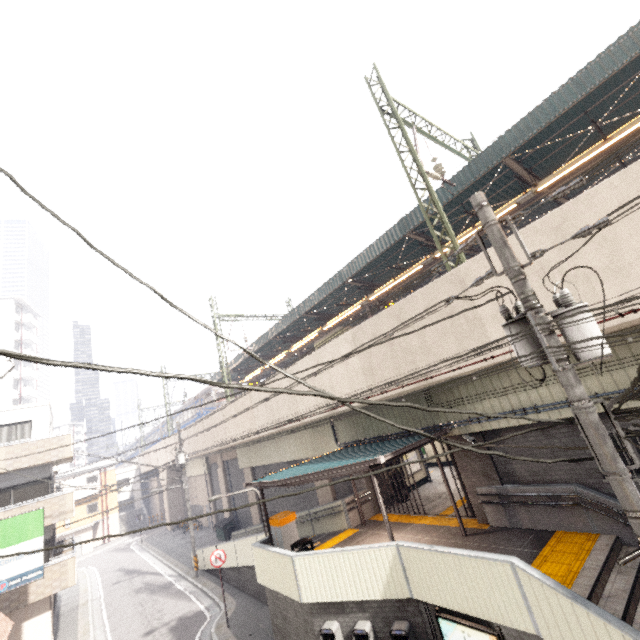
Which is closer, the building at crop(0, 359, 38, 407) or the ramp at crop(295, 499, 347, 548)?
the ramp at crop(295, 499, 347, 548)

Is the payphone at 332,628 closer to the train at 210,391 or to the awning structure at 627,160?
the awning structure at 627,160

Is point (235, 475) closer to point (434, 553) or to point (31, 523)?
point (31, 523)

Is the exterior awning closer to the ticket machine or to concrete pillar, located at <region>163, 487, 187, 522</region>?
the ticket machine

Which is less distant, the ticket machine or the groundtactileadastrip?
the groundtactileadastrip

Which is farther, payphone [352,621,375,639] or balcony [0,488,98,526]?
balcony [0,488,98,526]

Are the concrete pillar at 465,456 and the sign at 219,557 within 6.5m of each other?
no

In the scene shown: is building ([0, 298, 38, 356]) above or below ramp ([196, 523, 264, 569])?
above
